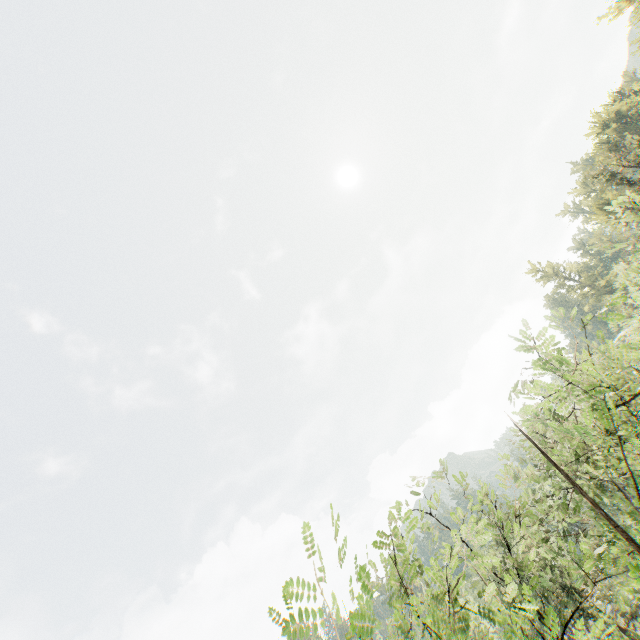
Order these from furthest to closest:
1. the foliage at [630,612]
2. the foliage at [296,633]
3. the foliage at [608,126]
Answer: the foliage at [608,126]
the foliage at [630,612]
the foliage at [296,633]

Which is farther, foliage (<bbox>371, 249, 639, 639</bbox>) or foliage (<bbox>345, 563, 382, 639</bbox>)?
foliage (<bbox>371, 249, 639, 639</bbox>)

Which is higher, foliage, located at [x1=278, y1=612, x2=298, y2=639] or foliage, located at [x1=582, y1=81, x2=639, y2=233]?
foliage, located at [x1=582, y1=81, x2=639, y2=233]

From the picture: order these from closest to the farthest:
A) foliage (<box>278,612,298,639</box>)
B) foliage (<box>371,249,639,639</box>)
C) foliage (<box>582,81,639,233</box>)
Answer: foliage (<box>278,612,298,639</box>) → foliage (<box>371,249,639,639</box>) → foliage (<box>582,81,639,233</box>)

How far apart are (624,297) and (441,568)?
5.3m

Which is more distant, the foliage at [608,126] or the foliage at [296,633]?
the foliage at [608,126]
